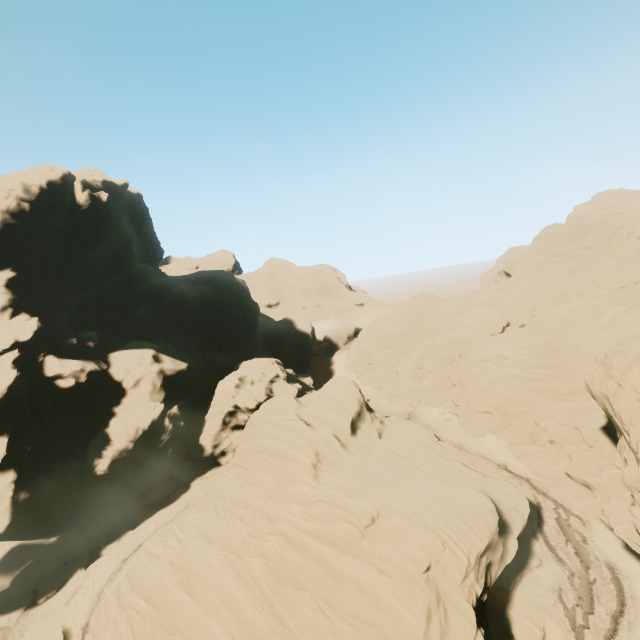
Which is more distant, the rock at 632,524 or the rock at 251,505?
the rock at 632,524

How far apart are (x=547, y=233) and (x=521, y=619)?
51.1 meters

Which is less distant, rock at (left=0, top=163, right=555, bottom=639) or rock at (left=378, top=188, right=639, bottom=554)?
rock at (left=0, top=163, right=555, bottom=639)
